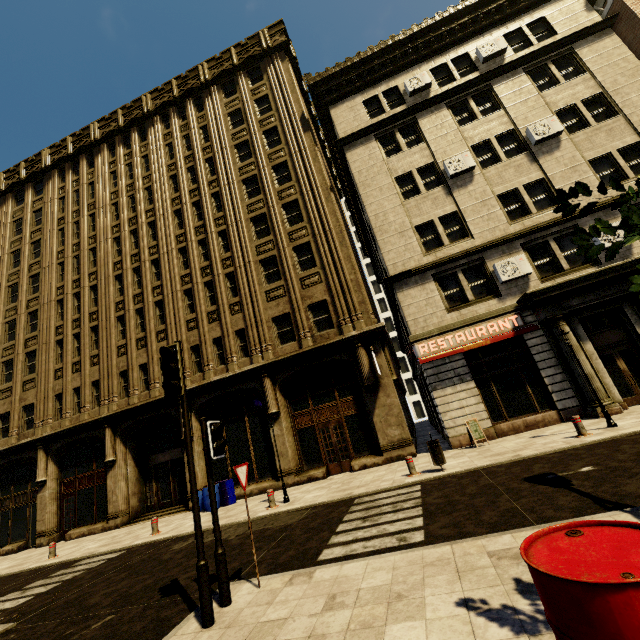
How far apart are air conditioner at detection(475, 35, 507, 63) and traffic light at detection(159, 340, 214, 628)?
21.4m

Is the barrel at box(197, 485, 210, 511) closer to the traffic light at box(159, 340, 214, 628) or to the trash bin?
the trash bin

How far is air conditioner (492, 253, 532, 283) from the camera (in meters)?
13.73

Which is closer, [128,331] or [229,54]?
[128,331]

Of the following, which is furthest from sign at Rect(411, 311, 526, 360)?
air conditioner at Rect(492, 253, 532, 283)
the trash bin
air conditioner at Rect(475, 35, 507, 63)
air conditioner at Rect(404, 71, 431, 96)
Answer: air conditioner at Rect(475, 35, 507, 63)

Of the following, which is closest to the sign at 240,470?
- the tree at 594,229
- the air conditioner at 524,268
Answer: the tree at 594,229

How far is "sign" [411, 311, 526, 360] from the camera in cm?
1350

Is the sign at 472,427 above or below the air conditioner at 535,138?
below
